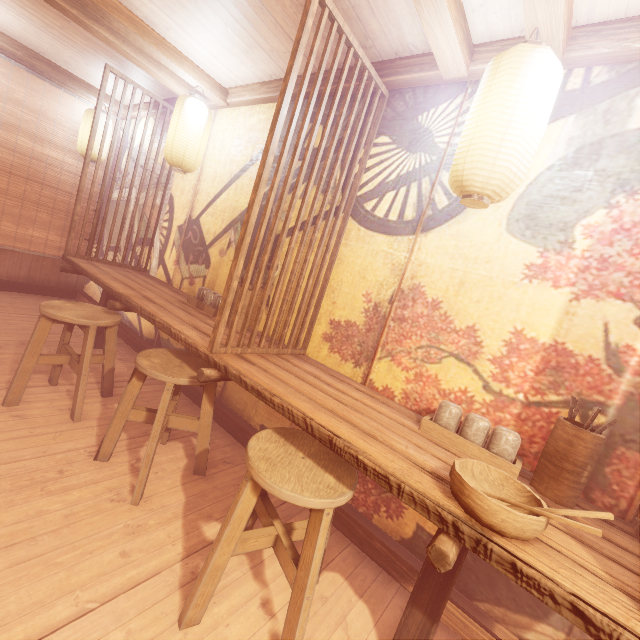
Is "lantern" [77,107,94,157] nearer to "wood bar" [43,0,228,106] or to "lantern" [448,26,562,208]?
"wood bar" [43,0,228,106]

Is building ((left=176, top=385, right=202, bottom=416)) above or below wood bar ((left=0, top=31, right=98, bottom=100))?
below

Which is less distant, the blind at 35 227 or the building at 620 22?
the building at 620 22

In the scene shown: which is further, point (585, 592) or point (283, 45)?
point (283, 45)

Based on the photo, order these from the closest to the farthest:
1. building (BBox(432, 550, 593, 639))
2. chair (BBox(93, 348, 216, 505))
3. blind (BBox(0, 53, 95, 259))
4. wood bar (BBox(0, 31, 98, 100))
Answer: building (BBox(432, 550, 593, 639))
chair (BBox(93, 348, 216, 505))
wood bar (BBox(0, 31, 98, 100))
blind (BBox(0, 53, 95, 259))

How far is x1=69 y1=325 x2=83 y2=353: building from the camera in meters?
6.1

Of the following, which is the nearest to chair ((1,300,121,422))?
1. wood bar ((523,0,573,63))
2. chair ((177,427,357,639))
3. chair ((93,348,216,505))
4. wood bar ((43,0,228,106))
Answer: chair ((93,348,216,505))

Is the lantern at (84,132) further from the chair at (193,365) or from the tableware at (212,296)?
the chair at (193,365)
